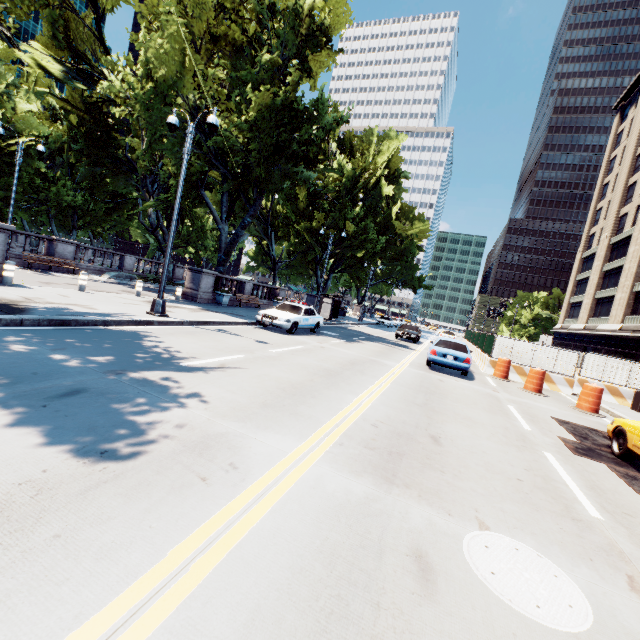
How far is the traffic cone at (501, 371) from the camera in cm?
1609

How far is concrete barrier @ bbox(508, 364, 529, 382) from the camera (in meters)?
16.88

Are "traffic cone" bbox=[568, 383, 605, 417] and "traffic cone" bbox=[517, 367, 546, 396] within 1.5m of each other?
yes

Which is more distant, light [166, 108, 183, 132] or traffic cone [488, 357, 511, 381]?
traffic cone [488, 357, 511, 381]

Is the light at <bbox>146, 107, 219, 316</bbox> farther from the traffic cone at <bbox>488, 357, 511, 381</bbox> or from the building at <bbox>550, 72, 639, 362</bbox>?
the building at <bbox>550, 72, 639, 362</bbox>

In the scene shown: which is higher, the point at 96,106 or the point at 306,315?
the point at 96,106

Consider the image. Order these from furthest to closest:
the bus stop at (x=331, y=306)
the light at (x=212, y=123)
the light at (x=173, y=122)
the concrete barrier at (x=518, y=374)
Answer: the bus stop at (x=331, y=306)
the concrete barrier at (x=518, y=374)
the light at (x=173, y=122)
the light at (x=212, y=123)

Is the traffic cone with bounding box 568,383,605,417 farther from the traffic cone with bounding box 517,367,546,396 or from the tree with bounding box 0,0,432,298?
the tree with bounding box 0,0,432,298
